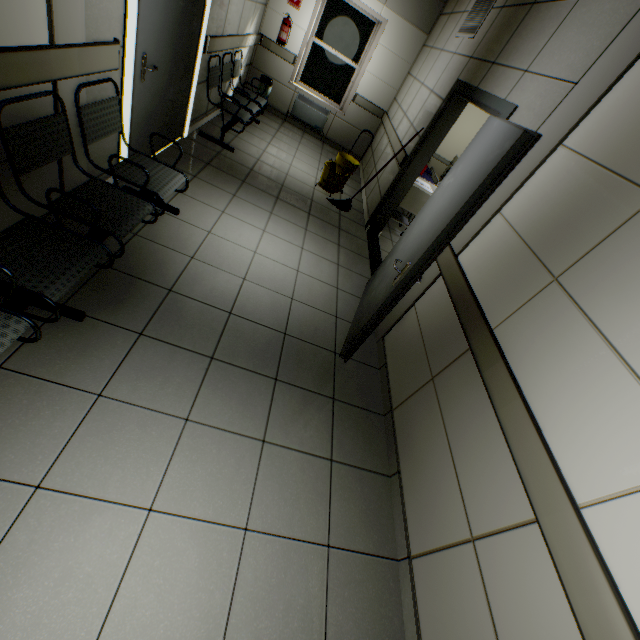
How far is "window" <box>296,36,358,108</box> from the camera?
6.64m

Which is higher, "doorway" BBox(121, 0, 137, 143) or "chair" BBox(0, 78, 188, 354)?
"doorway" BBox(121, 0, 137, 143)

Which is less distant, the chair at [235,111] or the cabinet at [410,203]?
the chair at [235,111]

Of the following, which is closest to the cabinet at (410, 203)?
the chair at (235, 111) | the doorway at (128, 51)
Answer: the chair at (235, 111)

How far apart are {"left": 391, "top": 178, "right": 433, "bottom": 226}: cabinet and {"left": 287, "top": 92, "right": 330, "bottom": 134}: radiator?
3.40m

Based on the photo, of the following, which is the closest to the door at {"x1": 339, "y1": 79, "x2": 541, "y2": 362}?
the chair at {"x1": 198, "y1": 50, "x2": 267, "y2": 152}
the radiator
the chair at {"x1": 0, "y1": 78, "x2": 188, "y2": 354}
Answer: the chair at {"x1": 0, "y1": 78, "x2": 188, "y2": 354}

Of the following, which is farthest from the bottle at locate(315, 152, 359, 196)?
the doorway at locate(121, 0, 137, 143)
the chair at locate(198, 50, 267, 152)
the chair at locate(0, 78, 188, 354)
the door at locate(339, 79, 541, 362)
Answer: the chair at locate(0, 78, 188, 354)

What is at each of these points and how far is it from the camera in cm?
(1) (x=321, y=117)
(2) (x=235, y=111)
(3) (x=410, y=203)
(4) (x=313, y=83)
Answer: (1) radiator, 719
(2) chair, 478
(3) cabinet, 531
(4) window, 700
